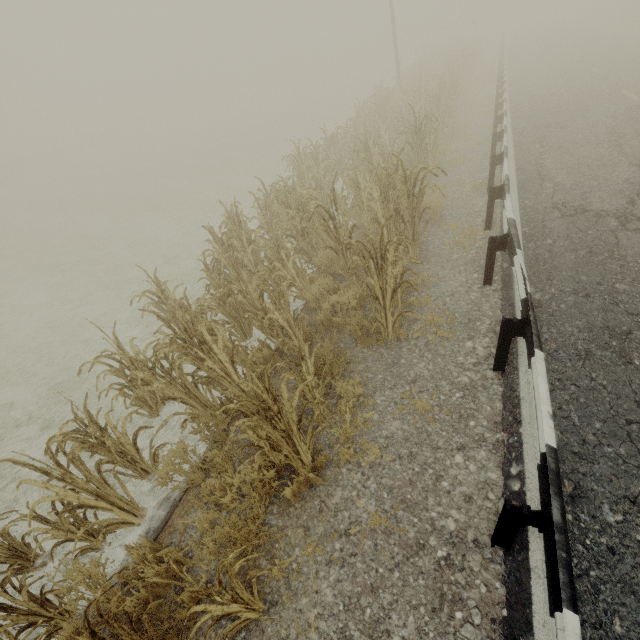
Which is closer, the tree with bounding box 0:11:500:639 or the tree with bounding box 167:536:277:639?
the tree with bounding box 167:536:277:639

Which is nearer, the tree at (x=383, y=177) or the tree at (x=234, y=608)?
the tree at (x=234, y=608)

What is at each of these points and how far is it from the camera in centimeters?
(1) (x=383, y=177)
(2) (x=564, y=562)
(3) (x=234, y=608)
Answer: (1) tree, 652cm
(2) guardrail, 193cm
(3) tree, 248cm

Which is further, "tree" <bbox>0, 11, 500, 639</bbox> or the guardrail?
"tree" <bbox>0, 11, 500, 639</bbox>

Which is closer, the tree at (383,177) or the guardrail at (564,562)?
the guardrail at (564,562)
